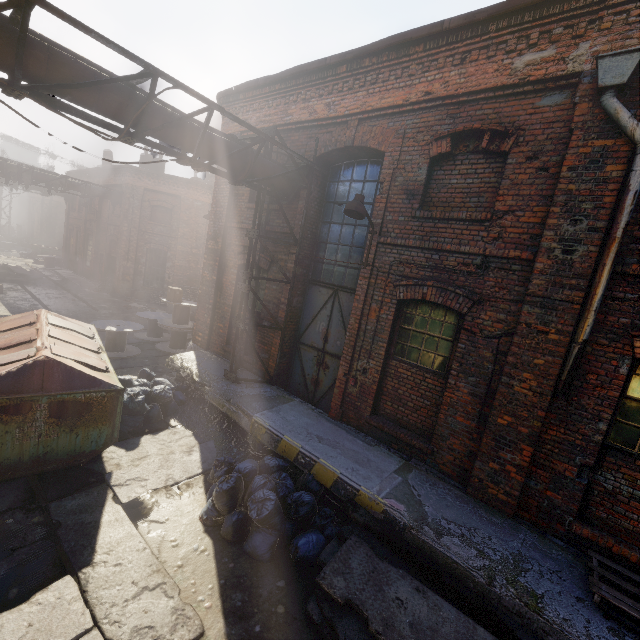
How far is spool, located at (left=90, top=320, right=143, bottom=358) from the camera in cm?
1042

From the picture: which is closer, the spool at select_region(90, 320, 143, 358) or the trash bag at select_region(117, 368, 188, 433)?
the trash bag at select_region(117, 368, 188, 433)

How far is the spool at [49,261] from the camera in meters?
24.3

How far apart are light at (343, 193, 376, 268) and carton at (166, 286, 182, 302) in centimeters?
785cm

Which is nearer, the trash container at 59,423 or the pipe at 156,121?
the pipe at 156,121

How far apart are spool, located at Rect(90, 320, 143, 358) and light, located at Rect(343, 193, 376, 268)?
8.2 meters

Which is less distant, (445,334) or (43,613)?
(43,613)

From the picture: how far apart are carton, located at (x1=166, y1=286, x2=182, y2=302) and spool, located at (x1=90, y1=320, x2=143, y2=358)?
1.23m
